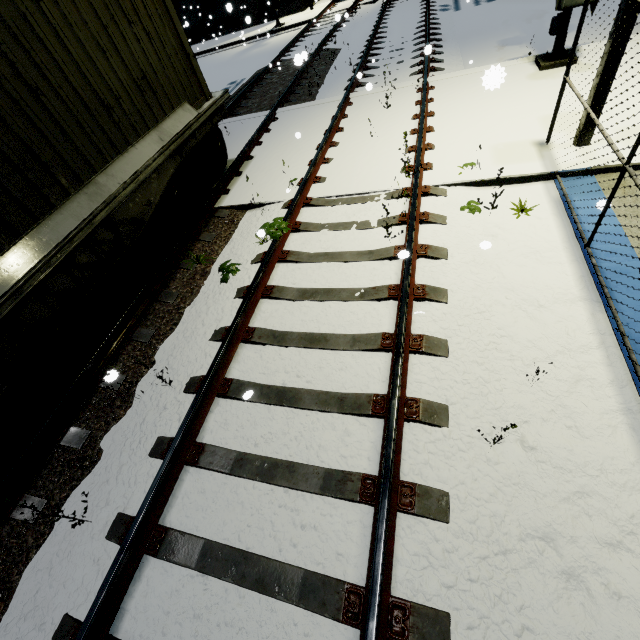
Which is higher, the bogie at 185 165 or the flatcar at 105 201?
the flatcar at 105 201

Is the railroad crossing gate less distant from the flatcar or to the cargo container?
the cargo container

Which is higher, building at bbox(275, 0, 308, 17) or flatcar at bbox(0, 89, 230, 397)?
flatcar at bbox(0, 89, 230, 397)

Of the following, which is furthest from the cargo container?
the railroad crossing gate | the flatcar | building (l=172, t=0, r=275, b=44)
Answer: the railroad crossing gate

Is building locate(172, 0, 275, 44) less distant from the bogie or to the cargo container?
the cargo container

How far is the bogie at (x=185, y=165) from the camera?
5.84m

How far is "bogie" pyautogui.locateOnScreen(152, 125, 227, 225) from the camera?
5.84m

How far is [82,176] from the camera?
4.3m
